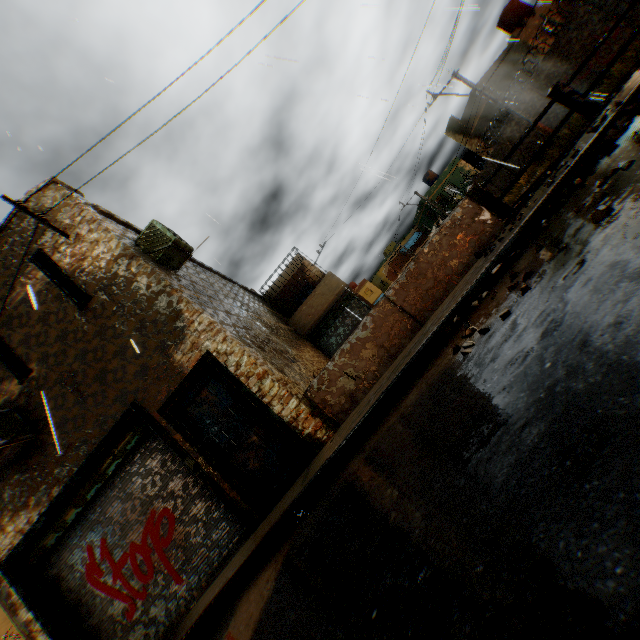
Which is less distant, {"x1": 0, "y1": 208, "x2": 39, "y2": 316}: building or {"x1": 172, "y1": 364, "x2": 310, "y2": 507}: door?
{"x1": 172, "y1": 364, "x2": 310, "y2": 507}: door

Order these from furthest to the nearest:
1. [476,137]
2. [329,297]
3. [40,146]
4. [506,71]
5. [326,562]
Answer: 1. [476,137]
2. [506,71]
3. [329,297]
4. [40,146]
5. [326,562]

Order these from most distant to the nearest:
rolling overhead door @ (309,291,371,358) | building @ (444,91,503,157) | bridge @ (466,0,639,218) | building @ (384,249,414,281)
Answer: building @ (384,249,414,281)
building @ (444,91,503,157)
rolling overhead door @ (309,291,371,358)
bridge @ (466,0,639,218)

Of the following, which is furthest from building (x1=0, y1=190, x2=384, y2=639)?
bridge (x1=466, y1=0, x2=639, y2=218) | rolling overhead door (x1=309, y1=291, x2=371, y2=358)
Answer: bridge (x1=466, y1=0, x2=639, y2=218)

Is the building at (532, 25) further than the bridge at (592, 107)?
Yes

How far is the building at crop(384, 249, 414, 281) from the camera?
52.12m

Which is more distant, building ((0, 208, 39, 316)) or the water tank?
the water tank

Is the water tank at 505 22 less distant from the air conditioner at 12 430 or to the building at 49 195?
the building at 49 195
